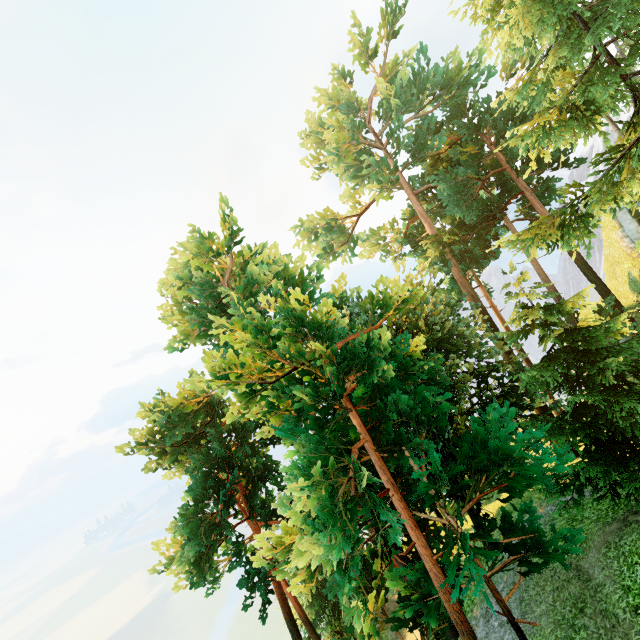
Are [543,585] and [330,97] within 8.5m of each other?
no
